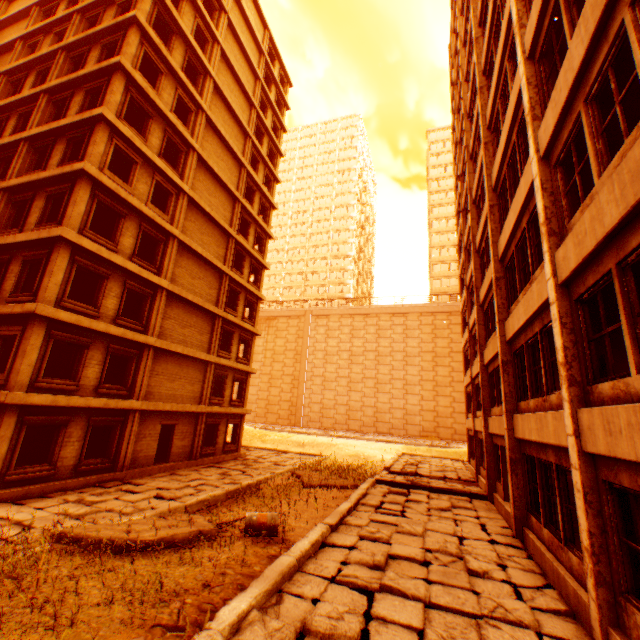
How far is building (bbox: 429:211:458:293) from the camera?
56.3 meters

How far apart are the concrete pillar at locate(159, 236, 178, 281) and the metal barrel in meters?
12.8

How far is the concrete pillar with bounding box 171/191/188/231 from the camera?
18.0 meters

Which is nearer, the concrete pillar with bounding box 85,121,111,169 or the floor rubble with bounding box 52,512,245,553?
the floor rubble with bounding box 52,512,245,553

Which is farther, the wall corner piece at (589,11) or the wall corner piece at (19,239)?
the wall corner piece at (19,239)

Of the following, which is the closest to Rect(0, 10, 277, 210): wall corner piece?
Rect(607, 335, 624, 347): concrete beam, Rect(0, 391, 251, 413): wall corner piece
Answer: Rect(607, 335, 624, 347): concrete beam

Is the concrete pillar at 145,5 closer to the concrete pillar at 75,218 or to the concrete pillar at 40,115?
the concrete pillar at 40,115

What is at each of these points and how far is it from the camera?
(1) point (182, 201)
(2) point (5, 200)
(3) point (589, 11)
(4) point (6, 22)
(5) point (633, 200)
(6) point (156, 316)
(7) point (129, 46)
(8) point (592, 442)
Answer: (1) concrete pillar, 18.50m
(2) concrete pillar, 14.73m
(3) wall corner piece, 4.84m
(4) wall corner piece, 21.69m
(5) wall corner piece, 3.90m
(6) concrete pillar, 16.58m
(7) concrete pillar, 15.51m
(8) wall corner piece, 5.02m
